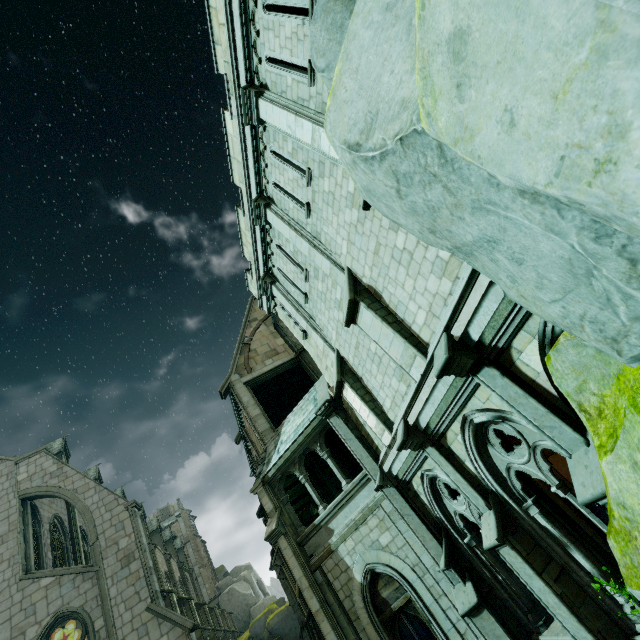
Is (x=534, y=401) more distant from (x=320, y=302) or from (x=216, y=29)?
(x=216, y=29)

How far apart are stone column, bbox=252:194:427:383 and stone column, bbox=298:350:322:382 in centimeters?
852cm

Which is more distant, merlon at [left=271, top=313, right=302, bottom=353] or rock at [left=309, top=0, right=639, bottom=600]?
merlon at [left=271, top=313, right=302, bottom=353]

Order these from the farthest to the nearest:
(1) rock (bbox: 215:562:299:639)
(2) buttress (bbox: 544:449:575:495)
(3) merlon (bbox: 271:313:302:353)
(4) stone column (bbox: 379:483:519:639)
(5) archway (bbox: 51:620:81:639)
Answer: (1) rock (bbox: 215:562:299:639) → (3) merlon (bbox: 271:313:302:353) → (5) archway (bbox: 51:620:81:639) → (2) buttress (bbox: 544:449:575:495) → (4) stone column (bbox: 379:483:519:639)

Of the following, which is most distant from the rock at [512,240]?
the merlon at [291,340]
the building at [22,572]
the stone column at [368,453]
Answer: the building at [22,572]

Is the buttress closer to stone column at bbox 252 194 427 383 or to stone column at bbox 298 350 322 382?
stone column at bbox 298 350 322 382

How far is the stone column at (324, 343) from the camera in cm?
940

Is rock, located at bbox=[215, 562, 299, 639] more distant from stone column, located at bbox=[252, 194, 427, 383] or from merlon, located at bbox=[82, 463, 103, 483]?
stone column, located at bbox=[252, 194, 427, 383]
